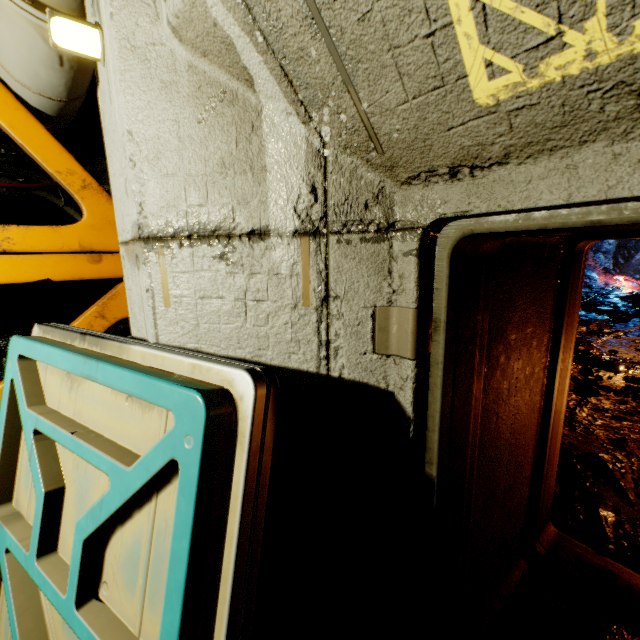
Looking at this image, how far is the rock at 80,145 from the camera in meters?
3.6 m

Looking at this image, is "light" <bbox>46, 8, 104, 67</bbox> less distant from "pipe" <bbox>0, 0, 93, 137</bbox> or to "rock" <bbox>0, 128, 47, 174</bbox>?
"pipe" <bbox>0, 0, 93, 137</bbox>

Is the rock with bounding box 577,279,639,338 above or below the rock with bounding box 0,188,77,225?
below

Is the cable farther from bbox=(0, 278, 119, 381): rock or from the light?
the light

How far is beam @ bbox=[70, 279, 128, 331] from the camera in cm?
254

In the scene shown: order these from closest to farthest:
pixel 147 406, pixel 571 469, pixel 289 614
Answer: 1. pixel 147 406
2. pixel 289 614
3. pixel 571 469

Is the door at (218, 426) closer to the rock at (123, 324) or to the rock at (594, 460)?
the rock at (123, 324)

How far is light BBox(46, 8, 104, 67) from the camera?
1.31m
